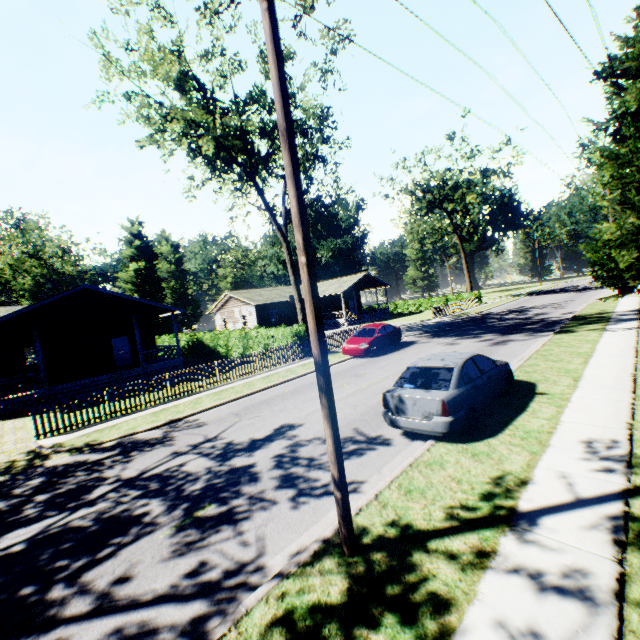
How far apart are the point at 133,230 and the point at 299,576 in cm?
6807

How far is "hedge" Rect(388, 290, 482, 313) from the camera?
44.3m

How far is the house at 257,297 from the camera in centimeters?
3828cm

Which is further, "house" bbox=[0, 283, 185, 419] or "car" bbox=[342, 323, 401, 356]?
"car" bbox=[342, 323, 401, 356]

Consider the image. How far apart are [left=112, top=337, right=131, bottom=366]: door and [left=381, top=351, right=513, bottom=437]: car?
23.8m

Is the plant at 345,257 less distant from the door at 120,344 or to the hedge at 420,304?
the hedge at 420,304

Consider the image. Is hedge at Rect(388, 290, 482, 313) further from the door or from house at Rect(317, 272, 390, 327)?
the door

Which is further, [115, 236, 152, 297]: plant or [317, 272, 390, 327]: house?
[115, 236, 152, 297]: plant
